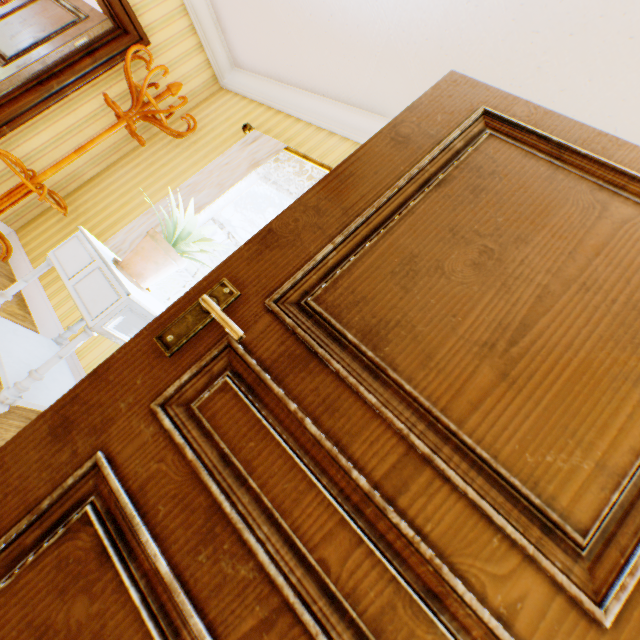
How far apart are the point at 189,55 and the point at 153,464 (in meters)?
4.41

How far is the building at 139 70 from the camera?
3.25m

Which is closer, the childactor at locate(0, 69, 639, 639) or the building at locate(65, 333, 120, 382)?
the childactor at locate(0, 69, 639, 639)

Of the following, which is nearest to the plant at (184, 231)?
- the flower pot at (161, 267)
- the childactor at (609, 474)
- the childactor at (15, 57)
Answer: the flower pot at (161, 267)

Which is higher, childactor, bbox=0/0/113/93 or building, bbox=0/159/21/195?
childactor, bbox=0/0/113/93

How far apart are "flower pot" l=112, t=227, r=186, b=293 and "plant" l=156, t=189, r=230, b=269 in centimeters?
5cm

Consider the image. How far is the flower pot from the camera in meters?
1.9 m
